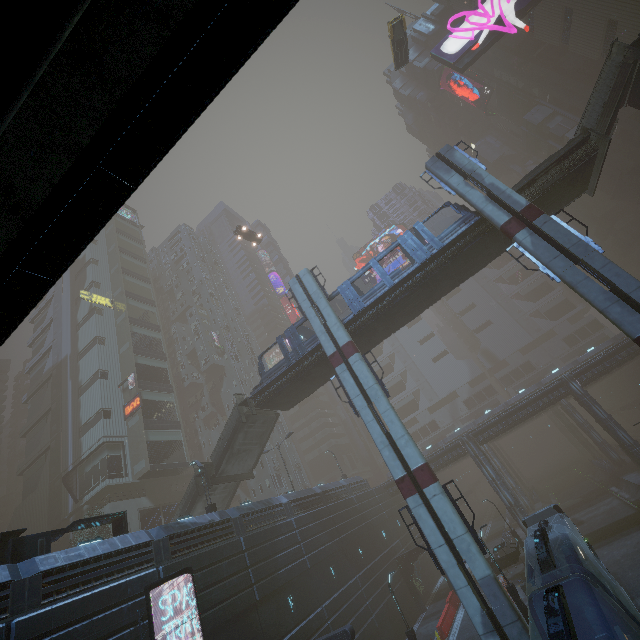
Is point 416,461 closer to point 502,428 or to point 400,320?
point 400,320

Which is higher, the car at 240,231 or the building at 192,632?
the car at 240,231

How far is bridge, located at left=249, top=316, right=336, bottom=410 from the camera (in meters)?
25.86

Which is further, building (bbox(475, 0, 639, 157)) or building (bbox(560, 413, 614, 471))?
building (bbox(560, 413, 614, 471))

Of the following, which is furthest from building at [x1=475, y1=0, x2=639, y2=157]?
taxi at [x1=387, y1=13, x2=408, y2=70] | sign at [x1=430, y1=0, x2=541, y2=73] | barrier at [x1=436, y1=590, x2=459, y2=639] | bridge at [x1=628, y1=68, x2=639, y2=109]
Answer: taxi at [x1=387, y1=13, x2=408, y2=70]

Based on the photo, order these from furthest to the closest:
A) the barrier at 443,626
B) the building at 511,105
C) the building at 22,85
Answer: the building at 511,105
the barrier at 443,626
the building at 22,85

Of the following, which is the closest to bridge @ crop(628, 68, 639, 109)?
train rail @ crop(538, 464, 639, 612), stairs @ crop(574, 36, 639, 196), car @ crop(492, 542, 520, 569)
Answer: stairs @ crop(574, 36, 639, 196)

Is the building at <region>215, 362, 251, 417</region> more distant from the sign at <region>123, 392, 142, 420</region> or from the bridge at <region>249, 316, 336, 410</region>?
the bridge at <region>249, 316, 336, 410</region>
